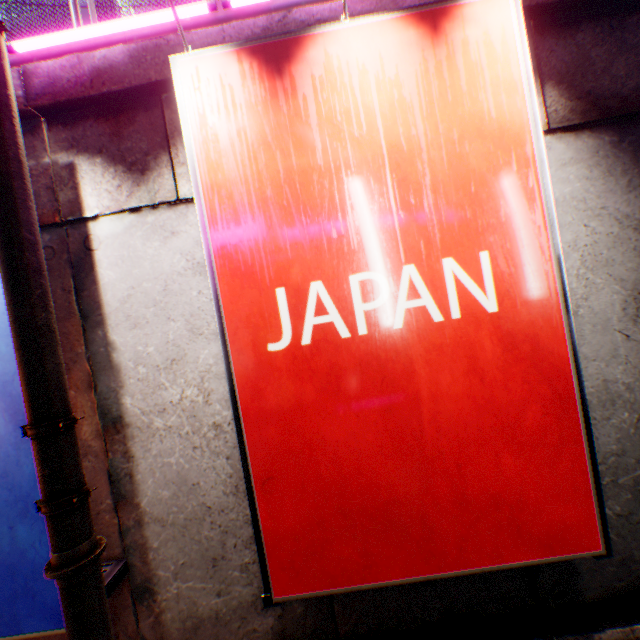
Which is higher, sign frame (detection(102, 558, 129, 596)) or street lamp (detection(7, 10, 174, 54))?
street lamp (detection(7, 10, 174, 54))

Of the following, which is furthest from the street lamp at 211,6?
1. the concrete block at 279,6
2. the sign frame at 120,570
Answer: the sign frame at 120,570

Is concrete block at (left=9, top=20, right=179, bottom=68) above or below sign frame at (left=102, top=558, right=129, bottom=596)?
above

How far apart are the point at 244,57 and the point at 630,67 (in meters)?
3.55

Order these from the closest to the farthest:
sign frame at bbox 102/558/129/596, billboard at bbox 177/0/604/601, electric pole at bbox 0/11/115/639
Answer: electric pole at bbox 0/11/115/639 < billboard at bbox 177/0/604/601 < sign frame at bbox 102/558/129/596

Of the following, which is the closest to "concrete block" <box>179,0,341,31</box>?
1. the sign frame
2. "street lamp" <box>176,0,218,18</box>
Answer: "street lamp" <box>176,0,218,18</box>

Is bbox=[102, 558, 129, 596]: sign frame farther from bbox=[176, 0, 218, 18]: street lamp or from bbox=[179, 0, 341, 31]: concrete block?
bbox=[176, 0, 218, 18]: street lamp

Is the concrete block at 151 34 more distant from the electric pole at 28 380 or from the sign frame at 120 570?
the electric pole at 28 380
